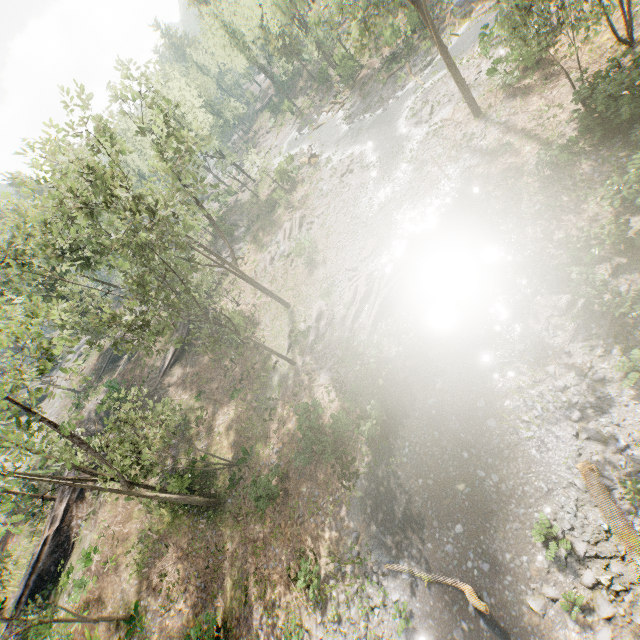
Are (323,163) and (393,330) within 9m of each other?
no

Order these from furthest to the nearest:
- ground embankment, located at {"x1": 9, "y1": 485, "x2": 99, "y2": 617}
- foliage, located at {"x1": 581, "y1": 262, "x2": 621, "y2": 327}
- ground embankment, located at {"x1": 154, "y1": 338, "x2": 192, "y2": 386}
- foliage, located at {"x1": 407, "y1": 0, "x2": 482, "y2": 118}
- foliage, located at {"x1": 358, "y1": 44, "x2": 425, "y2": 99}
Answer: ground embankment, located at {"x1": 154, "y1": 338, "x2": 192, "y2": 386}
foliage, located at {"x1": 358, "y1": 44, "x2": 425, "y2": 99}
ground embankment, located at {"x1": 9, "y1": 485, "x2": 99, "y2": 617}
foliage, located at {"x1": 407, "y1": 0, "x2": 482, "y2": 118}
foliage, located at {"x1": 581, "y1": 262, "x2": 621, "y2": 327}

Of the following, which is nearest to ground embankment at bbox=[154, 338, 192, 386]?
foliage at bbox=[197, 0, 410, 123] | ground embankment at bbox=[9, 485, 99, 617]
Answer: foliage at bbox=[197, 0, 410, 123]

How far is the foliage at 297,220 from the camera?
32.46m

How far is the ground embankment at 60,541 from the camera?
24.36m

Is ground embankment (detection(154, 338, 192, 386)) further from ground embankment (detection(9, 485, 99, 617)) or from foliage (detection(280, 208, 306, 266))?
ground embankment (detection(9, 485, 99, 617))
